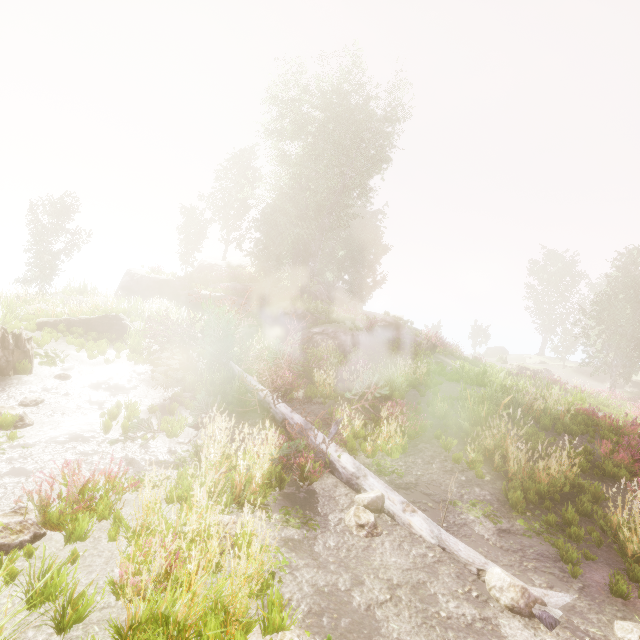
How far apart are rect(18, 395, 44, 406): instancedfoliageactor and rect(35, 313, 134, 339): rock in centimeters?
594cm

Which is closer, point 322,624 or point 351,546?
point 322,624

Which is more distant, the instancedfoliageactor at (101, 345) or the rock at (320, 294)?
the rock at (320, 294)

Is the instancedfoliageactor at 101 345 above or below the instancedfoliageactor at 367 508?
above

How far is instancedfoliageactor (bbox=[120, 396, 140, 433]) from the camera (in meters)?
7.25

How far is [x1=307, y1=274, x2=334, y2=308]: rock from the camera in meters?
31.1

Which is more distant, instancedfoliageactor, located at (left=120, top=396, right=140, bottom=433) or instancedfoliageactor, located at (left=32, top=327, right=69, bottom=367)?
instancedfoliageactor, located at (left=32, top=327, right=69, bottom=367)
